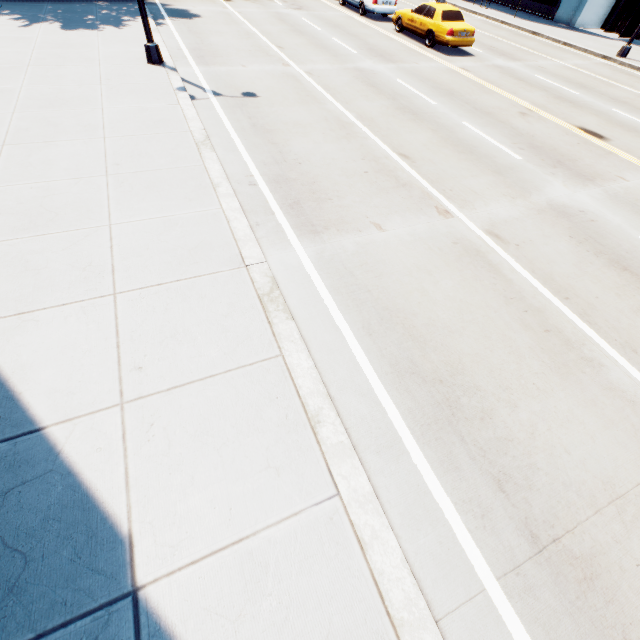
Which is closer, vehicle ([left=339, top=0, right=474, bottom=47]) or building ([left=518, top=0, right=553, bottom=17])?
vehicle ([left=339, top=0, right=474, bottom=47])

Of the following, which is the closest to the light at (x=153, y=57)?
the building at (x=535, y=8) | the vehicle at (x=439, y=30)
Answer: the vehicle at (x=439, y=30)

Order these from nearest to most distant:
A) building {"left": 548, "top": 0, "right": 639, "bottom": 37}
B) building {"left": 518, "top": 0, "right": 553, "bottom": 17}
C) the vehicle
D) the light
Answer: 1. the light
2. the vehicle
3. building {"left": 548, "top": 0, "right": 639, "bottom": 37}
4. building {"left": 518, "top": 0, "right": 553, "bottom": 17}

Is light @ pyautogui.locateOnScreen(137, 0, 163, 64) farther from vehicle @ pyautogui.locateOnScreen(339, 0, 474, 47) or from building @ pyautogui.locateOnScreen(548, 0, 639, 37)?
building @ pyautogui.locateOnScreen(548, 0, 639, 37)

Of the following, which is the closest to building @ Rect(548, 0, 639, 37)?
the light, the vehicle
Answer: the vehicle

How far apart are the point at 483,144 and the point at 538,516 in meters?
9.7

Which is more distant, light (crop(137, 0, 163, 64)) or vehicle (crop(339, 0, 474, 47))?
vehicle (crop(339, 0, 474, 47))

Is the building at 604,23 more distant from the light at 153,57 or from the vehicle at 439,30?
the light at 153,57
